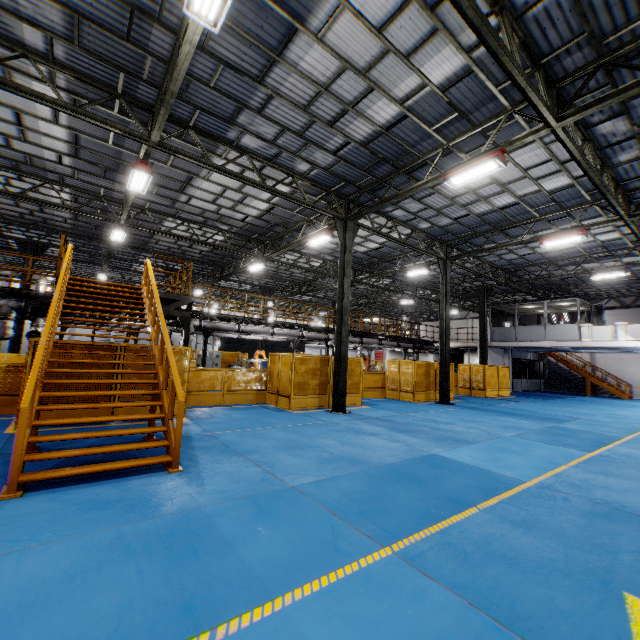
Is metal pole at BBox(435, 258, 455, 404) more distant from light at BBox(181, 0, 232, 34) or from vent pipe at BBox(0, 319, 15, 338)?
vent pipe at BBox(0, 319, 15, 338)

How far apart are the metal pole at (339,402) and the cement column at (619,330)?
18.7m

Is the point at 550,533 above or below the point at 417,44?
below

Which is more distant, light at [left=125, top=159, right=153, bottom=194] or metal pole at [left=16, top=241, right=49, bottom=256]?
metal pole at [left=16, top=241, right=49, bottom=256]

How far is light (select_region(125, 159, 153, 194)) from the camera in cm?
1007

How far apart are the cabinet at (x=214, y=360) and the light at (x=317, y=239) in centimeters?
1377cm

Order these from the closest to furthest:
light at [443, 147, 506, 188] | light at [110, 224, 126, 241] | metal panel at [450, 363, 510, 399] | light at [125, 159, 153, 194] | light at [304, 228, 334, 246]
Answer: light at [443, 147, 506, 188], light at [125, 159, 153, 194], light at [304, 228, 334, 246], light at [110, 224, 126, 241], metal panel at [450, 363, 510, 399]

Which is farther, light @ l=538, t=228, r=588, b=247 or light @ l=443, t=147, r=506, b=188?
light @ l=538, t=228, r=588, b=247
